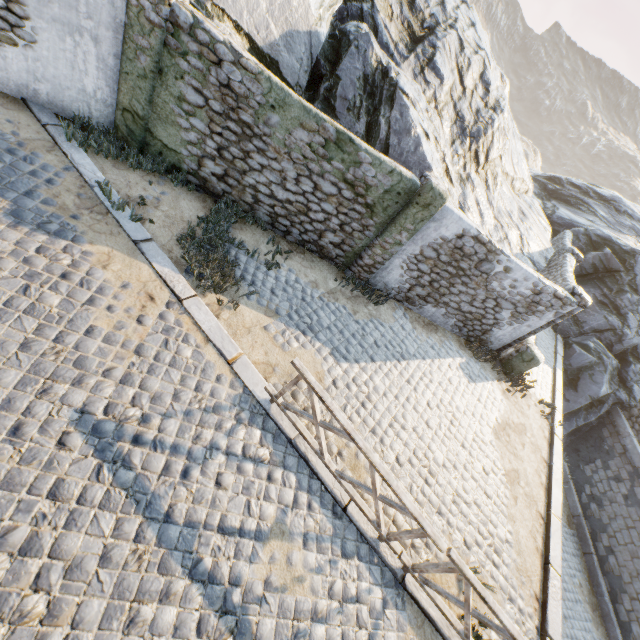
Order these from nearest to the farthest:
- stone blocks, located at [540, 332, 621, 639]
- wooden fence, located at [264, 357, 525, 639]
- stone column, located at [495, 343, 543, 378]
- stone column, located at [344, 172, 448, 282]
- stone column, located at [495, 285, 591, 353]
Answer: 1. wooden fence, located at [264, 357, 525, 639]
2. stone blocks, located at [540, 332, 621, 639]
3. stone column, located at [344, 172, 448, 282]
4. stone column, located at [495, 285, 591, 353]
5. stone column, located at [495, 343, 543, 378]

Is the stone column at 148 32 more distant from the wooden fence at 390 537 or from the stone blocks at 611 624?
the wooden fence at 390 537

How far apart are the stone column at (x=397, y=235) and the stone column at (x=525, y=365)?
5.10m

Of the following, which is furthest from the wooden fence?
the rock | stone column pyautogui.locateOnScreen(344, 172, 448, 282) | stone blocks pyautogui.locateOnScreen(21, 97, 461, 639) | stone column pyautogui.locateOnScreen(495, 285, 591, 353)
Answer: stone column pyautogui.locateOnScreen(495, 285, 591, 353)

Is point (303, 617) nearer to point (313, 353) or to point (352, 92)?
point (313, 353)

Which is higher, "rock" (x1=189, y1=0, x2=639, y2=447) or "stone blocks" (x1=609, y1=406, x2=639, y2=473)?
"rock" (x1=189, y1=0, x2=639, y2=447)

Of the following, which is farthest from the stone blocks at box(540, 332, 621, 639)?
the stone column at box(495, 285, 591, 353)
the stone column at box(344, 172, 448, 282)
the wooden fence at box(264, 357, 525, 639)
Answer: the stone column at box(344, 172, 448, 282)

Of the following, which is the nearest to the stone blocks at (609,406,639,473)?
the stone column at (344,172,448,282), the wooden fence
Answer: the wooden fence
